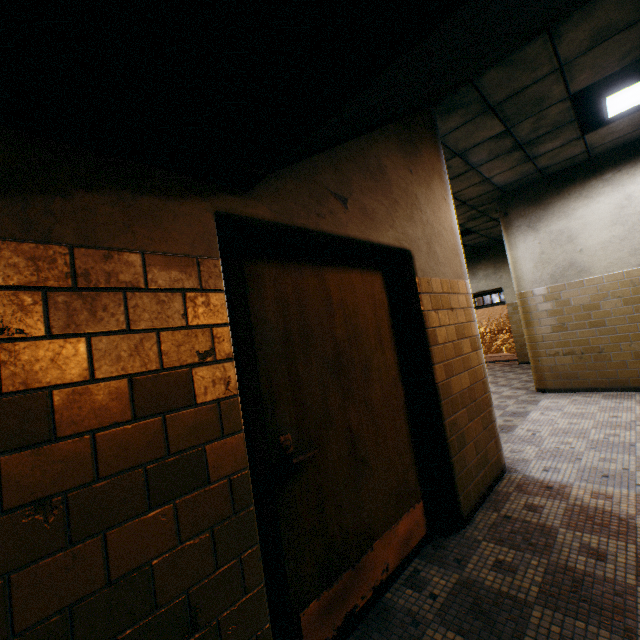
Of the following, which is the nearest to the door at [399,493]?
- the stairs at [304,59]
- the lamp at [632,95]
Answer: the stairs at [304,59]

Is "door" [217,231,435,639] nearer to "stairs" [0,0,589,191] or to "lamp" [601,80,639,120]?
"stairs" [0,0,589,191]

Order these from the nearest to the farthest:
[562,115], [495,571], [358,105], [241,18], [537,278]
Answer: [241,18] < [358,105] < [495,571] < [562,115] < [537,278]

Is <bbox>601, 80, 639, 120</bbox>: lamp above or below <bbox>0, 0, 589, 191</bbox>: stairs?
above

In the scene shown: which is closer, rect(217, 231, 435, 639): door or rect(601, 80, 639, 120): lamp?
rect(217, 231, 435, 639): door

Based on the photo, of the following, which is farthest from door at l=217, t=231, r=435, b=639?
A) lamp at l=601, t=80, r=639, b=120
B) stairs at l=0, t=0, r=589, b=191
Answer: lamp at l=601, t=80, r=639, b=120
